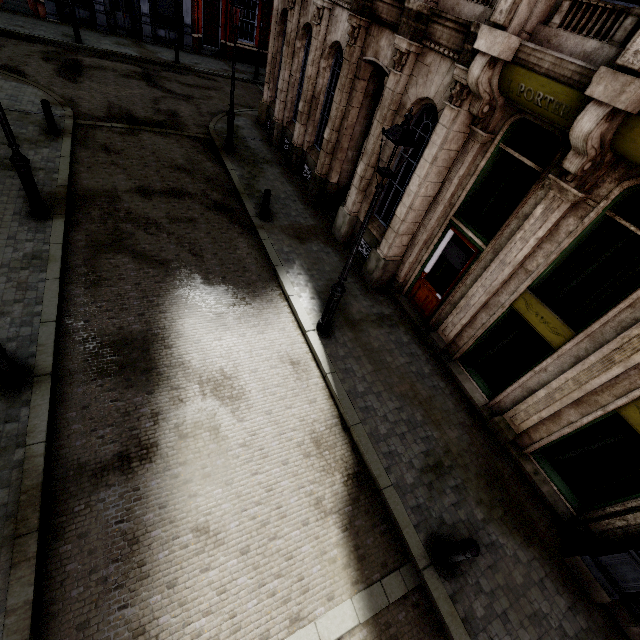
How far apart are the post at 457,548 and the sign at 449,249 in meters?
5.6 m

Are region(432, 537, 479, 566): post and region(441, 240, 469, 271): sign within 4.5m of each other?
no

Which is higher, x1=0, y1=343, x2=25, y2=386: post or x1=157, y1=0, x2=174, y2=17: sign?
x1=157, y1=0, x2=174, y2=17: sign

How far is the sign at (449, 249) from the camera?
7.8 meters

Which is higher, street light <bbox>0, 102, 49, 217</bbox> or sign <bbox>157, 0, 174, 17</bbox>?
sign <bbox>157, 0, 174, 17</bbox>

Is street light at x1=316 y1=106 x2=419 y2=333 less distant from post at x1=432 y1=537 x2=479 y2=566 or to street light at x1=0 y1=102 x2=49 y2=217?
post at x1=432 y1=537 x2=479 y2=566

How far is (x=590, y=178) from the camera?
5.2 meters

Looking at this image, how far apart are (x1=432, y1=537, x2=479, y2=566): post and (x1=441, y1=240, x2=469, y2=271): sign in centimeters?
564cm
